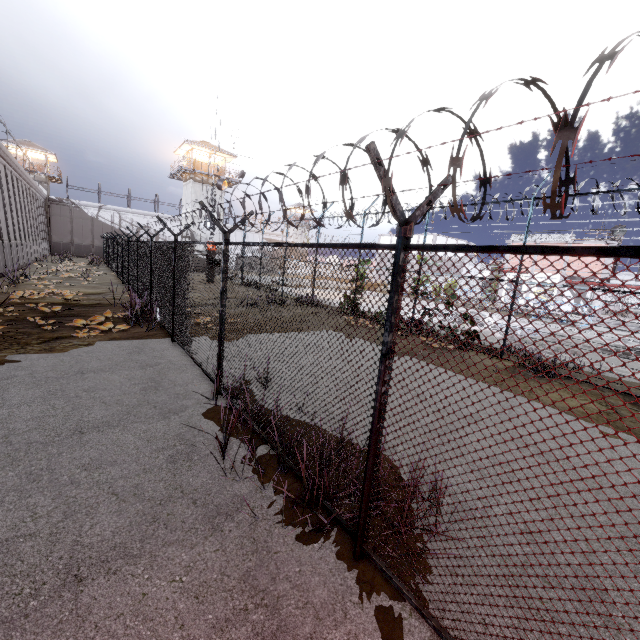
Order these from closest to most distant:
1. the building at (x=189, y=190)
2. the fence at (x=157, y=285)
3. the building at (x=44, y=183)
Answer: the fence at (x=157, y=285) → the building at (x=189, y=190) → the building at (x=44, y=183)

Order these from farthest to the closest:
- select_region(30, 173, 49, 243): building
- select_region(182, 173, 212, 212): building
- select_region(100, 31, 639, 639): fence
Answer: select_region(30, 173, 49, 243): building, select_region(182, 173, 212, 212): building, select_region(100, 31, 639, 639): fence

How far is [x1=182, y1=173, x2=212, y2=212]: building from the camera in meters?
38.2 m

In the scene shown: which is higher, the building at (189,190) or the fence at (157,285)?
the building at (189,190)

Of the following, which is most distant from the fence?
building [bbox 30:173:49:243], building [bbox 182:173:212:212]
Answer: building [bbox 30:173:49:243]

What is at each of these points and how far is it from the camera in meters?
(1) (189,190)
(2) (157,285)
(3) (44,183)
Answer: (1) building, 38.5 m
(2) fence, 11.2 m
(3) building, 44.5 m

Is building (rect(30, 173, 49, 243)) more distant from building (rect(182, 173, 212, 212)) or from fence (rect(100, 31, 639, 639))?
building (rect(182, 173, 212, 212))
